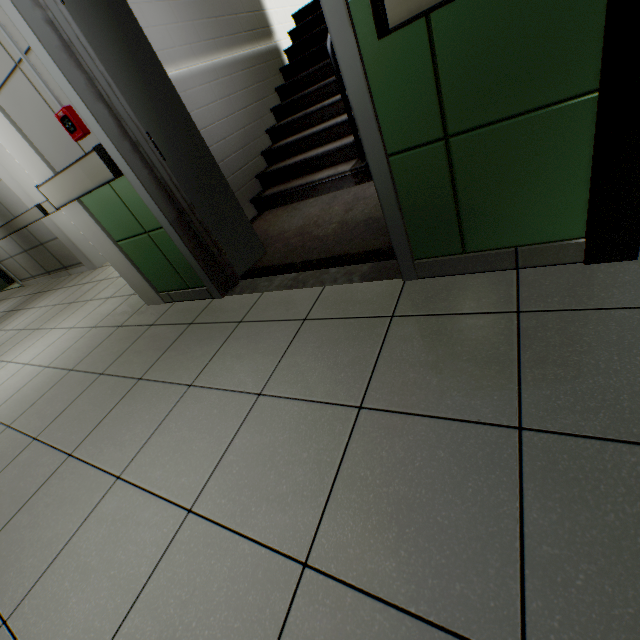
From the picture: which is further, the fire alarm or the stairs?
the stairs

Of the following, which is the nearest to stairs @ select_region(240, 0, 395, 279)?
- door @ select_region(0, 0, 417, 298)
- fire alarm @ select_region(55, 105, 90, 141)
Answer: door @ select_region(0, 0, 417, 298)

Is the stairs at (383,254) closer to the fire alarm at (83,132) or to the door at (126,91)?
the door at (126,91)

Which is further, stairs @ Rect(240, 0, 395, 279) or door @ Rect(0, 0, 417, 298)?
stairs @ Rect(240, 0, 395, 279)

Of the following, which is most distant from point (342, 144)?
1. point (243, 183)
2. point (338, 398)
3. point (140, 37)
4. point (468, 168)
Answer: point (338, 398)

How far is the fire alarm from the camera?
1.75m
